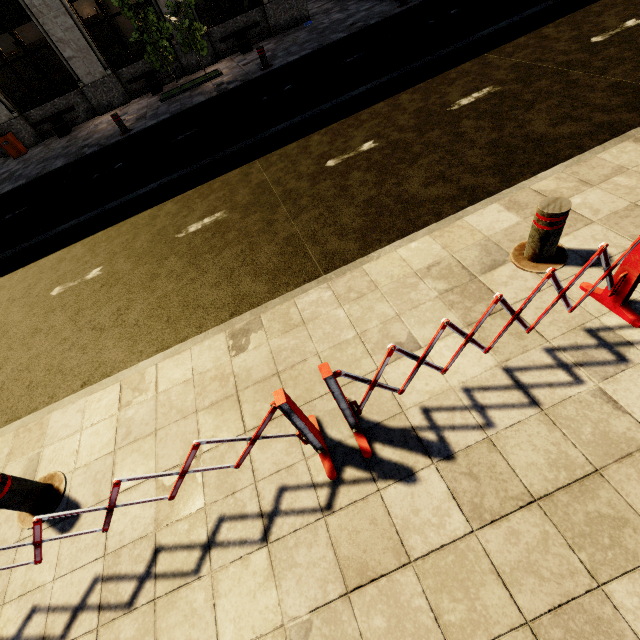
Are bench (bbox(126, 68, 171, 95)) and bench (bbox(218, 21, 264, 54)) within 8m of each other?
yes

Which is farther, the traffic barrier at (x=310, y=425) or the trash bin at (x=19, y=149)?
the trash bin at (x=19, y=149)

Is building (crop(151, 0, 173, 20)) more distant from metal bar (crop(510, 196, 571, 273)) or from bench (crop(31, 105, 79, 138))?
metal bar (crop(510, 196, 571, 273))

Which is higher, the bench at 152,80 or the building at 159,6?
the building at 159,6

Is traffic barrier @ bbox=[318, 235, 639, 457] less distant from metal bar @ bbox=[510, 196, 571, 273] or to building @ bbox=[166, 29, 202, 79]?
metal bar @ bbox=[510, 196, 571, 273]

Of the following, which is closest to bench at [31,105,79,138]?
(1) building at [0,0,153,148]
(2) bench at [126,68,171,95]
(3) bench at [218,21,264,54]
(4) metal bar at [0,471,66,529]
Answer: (1) building at [0,0,153,148]

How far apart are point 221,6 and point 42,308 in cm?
3240

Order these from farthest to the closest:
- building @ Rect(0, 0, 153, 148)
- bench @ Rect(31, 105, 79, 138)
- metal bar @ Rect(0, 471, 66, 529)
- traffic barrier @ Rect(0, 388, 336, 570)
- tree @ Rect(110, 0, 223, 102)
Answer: bench @ Rect(31, 105, 79, 138) < building @ Rect(0, 0, 153, 148) < tree @ Rect(110, 0, 223, 102) < metal bar @ Rect(0, 471, 66, 529) < traffic barrier @ Rect(0, 388, 336, 570)
